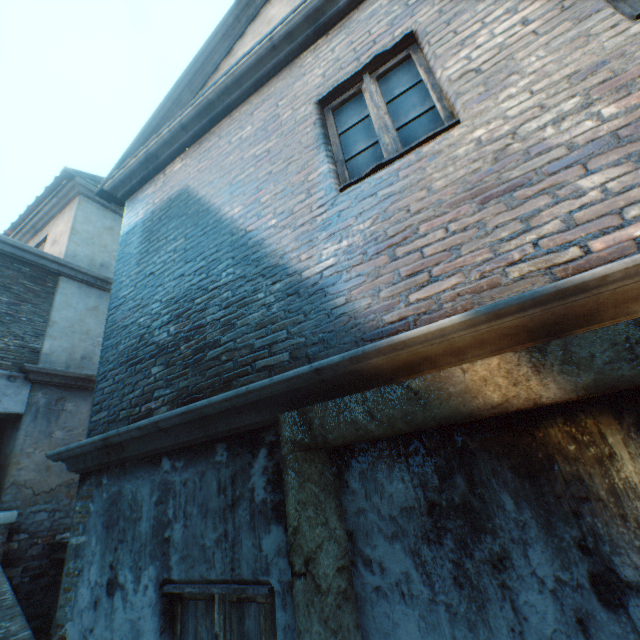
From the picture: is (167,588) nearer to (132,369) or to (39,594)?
(132,369)
